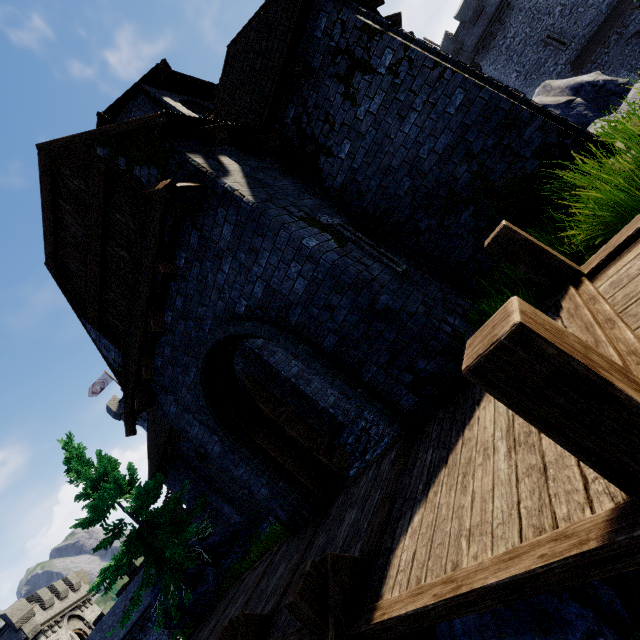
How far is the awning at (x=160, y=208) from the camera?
4.7 meters

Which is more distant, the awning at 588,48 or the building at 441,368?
the awning at 588,48

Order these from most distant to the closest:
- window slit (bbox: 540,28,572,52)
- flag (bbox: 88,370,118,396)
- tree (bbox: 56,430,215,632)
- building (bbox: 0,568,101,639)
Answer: flag (bbox: 88,370,118,396), building (bbox: 0,568,101,639), window slit (bbox: 540,28,572,52), tree (bbox: 56,430,215,632)

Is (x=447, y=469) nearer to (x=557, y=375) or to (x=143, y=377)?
(x=557, y=375)

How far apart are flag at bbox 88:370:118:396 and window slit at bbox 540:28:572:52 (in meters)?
51.14

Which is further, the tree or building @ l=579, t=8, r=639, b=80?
building @ l=579, t=8, r=639, b=80

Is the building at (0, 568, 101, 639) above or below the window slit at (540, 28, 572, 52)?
above

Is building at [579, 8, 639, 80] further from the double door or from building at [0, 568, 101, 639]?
building at [0, 568, 101, 639]
